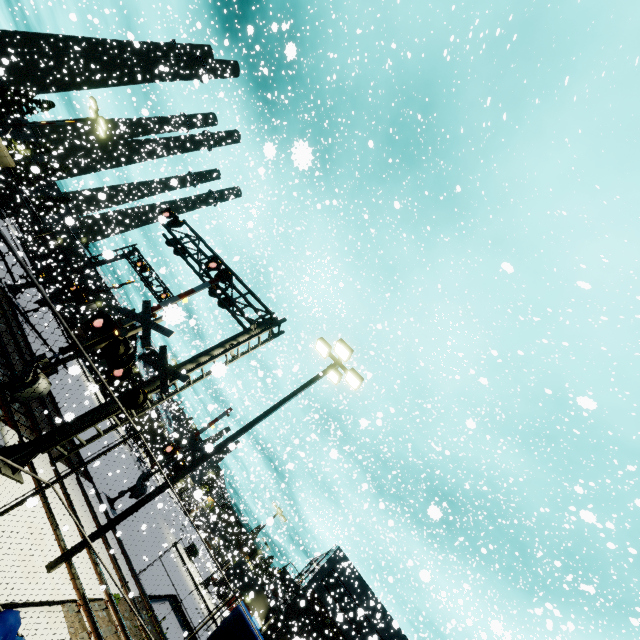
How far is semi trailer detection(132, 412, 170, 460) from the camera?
28.4 meters

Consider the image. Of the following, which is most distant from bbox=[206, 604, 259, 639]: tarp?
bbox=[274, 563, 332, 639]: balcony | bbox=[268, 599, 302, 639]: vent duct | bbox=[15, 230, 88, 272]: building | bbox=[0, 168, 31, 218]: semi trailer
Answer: bbox=[274, 563, 332, 639]: balcony

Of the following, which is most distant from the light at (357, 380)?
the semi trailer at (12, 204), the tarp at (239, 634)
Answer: the semi trailer at (12, 204)

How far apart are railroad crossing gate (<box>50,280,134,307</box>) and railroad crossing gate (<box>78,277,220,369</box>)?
13.6m

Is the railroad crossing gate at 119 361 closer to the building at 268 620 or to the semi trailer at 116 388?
the building at 268 620

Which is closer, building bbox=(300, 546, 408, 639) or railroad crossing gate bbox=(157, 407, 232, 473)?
railroad crossing gate bbox=(157, 407, 232, 473)

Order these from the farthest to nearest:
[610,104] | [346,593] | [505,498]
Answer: [505,498] → [346,593] → [610,104]
